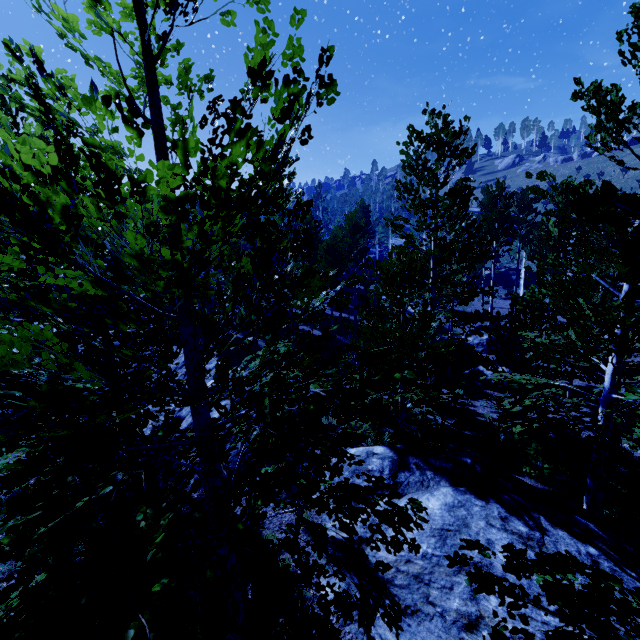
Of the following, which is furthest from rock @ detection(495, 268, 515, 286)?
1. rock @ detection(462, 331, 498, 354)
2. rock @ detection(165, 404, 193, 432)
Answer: rock @ detection(165, 404, 193, 432)

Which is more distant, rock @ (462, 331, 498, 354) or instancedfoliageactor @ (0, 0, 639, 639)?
rock @ (462, 331, 498, 354)

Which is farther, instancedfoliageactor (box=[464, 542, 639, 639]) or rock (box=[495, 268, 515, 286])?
rock (box=[495, 268, 515, 286])

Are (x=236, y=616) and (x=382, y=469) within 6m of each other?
yes

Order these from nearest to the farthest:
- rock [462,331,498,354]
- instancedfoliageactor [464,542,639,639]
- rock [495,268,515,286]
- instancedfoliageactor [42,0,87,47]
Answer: instancedfoliageactor [464,542,639,639] < instancedfoliageactor [42,0,87,47] < rock [462,331,498,354] < rock [495,268,515,286]

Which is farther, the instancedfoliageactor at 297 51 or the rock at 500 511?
the rock at 500 511

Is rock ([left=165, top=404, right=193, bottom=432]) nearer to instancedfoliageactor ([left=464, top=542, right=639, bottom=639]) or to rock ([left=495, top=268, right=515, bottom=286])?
instancedfoliageactor ([left=464, top=542, right=639, bottom=639])

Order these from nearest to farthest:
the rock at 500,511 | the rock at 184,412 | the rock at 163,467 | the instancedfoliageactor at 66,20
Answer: the instancedfoliageactor at 66,20, the rock at 500,511, the rock at 163,467, the rock at 184,412
